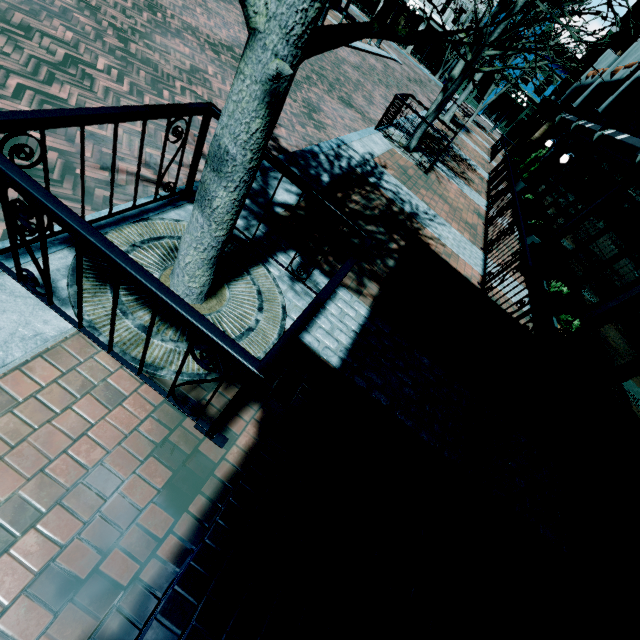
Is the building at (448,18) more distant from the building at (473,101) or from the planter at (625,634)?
the planter at (625,634)

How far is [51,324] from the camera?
2.2 meters

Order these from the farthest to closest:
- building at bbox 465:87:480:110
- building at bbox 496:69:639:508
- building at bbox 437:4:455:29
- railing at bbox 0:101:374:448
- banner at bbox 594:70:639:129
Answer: building at bbox 465:87:480:110 → building at bbox 437:4:455:29 → banner at bbox 594:70:639:129 → building at bbox 496:69:639:508 → railing at bbox 0:101:374:448

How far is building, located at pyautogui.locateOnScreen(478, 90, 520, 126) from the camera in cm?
3475

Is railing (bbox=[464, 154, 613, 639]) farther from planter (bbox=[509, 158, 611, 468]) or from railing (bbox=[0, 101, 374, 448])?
railing (bbox=[0, 101, 374, 448])

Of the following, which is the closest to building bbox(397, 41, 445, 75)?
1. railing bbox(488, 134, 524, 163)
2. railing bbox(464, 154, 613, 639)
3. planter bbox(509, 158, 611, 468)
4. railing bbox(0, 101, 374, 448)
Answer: railing bbox(488, 134, 524, 163)

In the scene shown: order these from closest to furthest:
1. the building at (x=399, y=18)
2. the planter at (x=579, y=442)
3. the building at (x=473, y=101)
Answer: the planter at (x=579, y=442) < the building at (x=399, y=18) < the building at (x=473, y=101)
